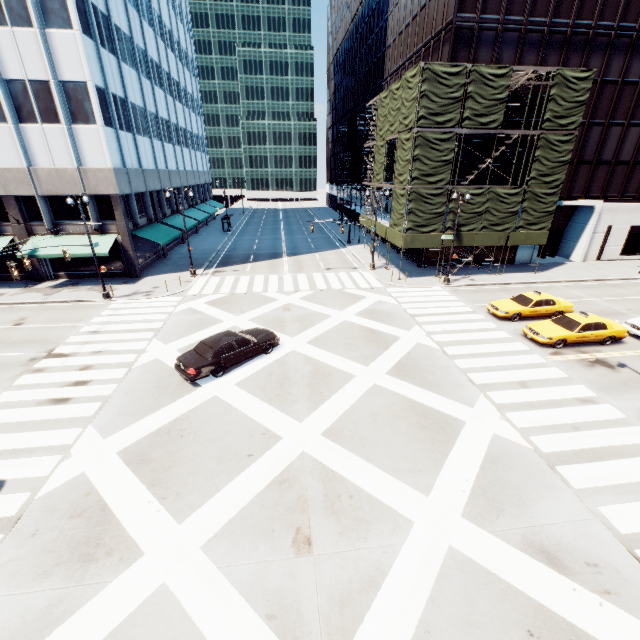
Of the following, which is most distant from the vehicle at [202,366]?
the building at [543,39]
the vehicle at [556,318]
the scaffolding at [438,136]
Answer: the building at [543,39]

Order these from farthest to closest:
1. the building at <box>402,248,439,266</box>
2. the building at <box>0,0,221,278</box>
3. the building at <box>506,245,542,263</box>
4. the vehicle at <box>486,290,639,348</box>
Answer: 1. the building at <box>506,245,542,263</box>
2. the building at <box>402,248,439,266</box>
3. the building at <box>0,0,221,278</box>
4. the vehicle at <box>486,290,639,348</box>

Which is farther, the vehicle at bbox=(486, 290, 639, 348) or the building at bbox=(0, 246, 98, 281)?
the building at bbox=(0, 246, 98, 281)

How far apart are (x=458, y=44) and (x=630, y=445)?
29.7m

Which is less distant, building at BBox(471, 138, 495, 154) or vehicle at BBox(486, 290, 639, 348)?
vehicle at BBox(486, 290, 639, 348)

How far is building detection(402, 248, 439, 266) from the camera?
32.1m

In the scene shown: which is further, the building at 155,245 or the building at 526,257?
the building at 526,257

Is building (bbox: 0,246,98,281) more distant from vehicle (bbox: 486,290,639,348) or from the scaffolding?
vehicle (bbox: 486,290,639,348)
